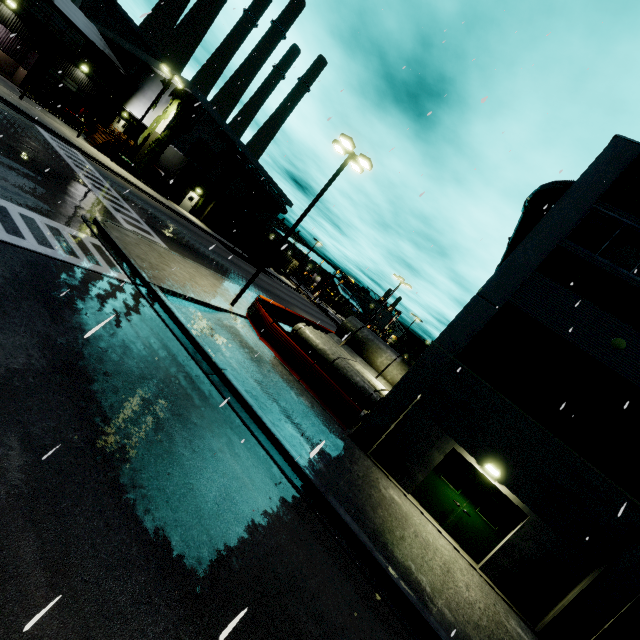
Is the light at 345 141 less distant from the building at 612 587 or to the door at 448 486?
the building at 612 587

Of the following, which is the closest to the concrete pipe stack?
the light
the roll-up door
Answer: the light

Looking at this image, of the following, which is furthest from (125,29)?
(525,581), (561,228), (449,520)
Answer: (525,581)

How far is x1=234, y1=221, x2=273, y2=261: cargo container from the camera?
38.8m

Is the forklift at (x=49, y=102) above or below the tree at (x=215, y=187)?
below

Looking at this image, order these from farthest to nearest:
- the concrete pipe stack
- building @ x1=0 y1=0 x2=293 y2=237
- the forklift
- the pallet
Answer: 1. the pallet
2. the forklift
3. building @ x1=0 y1=0 x2=293 y2=237
4. the concrete pipe stack

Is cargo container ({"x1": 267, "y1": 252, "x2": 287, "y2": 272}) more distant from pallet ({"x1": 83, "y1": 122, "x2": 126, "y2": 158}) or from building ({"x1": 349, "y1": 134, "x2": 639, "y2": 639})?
pallet ({"x1": 83, "y1": 122, "x2": 126, "y2": 158})

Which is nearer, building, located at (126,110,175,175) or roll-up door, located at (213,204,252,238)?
building, located at (126,110,175,175)
